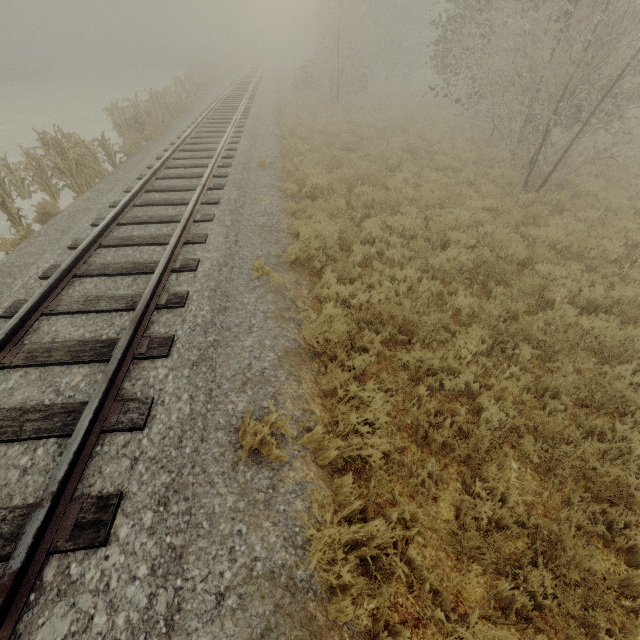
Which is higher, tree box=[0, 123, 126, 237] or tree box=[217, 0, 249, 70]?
tree box=[217, 0, 249, 70]

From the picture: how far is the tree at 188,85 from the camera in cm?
1409

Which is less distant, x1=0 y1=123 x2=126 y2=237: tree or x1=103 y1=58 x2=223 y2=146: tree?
x1=0 y1=123 x2=126 y2=237: tree

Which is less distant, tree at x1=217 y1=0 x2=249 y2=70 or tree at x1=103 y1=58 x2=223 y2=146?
tree at x1=103 y1=58 x2=223 y2=146

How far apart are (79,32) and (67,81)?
38.5m

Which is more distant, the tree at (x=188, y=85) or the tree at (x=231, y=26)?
the tree at (x=231, y=26)

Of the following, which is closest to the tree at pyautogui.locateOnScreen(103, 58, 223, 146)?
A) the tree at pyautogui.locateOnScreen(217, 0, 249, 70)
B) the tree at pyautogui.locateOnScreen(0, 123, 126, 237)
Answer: the tree at pyautogui.locateOnScreen(0, 123, 126, 237)

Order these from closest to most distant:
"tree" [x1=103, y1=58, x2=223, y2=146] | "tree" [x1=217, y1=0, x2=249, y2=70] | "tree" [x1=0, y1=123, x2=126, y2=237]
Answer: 1. "tree" [x1=0, y1=123, x2=126, y2=237]
2. "tree" [x1=103, y1=58, x2=223, y2=146]
3. "tree" [x1=217, y1=0, x2=249, y2=70]
